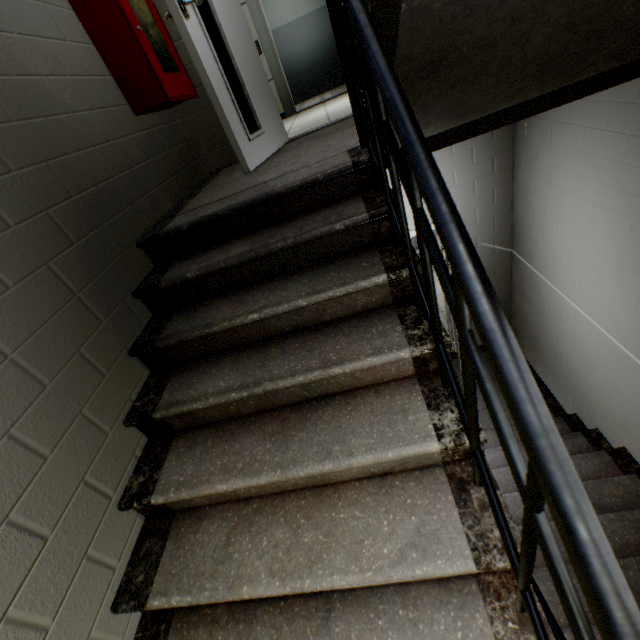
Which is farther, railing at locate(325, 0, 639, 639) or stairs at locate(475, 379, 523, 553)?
stairs at locate(475, 379, 523, 553)

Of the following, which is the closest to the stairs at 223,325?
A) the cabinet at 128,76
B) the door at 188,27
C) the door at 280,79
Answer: the door at 188,27

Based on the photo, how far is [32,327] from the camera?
1.2m

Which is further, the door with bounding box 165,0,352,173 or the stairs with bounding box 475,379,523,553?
the door with bounding box 165,0,352,173

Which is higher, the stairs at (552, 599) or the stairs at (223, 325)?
the stairs at (223, 325)

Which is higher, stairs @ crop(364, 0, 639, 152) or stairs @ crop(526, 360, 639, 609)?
stairs @ crop(364, 0, 639, 152)

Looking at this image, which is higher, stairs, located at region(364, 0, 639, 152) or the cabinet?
the cabinet
